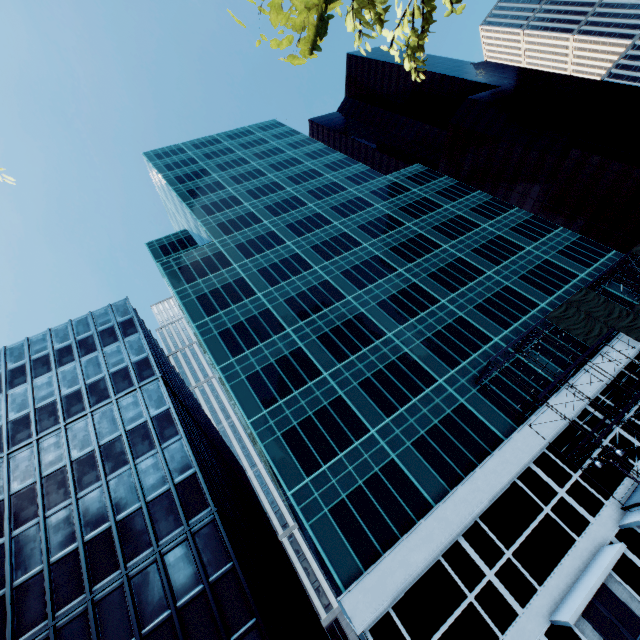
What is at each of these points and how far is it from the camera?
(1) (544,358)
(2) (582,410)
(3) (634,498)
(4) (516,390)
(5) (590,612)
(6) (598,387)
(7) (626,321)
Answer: (1) building, 30.1m
(2) building, 26.6m
(3) scaffolding, 21.3m
(4) building, 28.0m
(5) door, 18.6m
(6) building, 27.5m
(7) scaffolding, 27.6m

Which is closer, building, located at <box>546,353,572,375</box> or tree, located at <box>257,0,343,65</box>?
tree, located at <box>257,0,343,65</box>

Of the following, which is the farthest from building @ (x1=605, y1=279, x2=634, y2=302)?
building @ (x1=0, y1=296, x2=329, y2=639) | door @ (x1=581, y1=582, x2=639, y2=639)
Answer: building @ (x1=0, y1=296, x2=329, y2=639)

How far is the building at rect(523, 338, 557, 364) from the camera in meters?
30.0 m

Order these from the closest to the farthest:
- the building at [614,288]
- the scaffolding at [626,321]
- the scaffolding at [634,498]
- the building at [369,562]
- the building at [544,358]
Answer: the building at [369,562] < the scaffolding at [634,498] < the scaffolding at [626,321] < the building at [544,358] < the building at [614,288]

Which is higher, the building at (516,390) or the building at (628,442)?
the building at (516,390)

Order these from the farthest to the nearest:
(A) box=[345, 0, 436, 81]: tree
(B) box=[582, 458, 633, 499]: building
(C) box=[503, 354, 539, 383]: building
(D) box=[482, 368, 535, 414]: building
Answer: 1. (C) box=[503, 354, 539, 383]: building
2. (D) box=[482, 368, 535, 414]: building
3. (B) box=[582, 458, 633, 499]: building
4. (A) box=[345, 0, 436, 81]: tree
